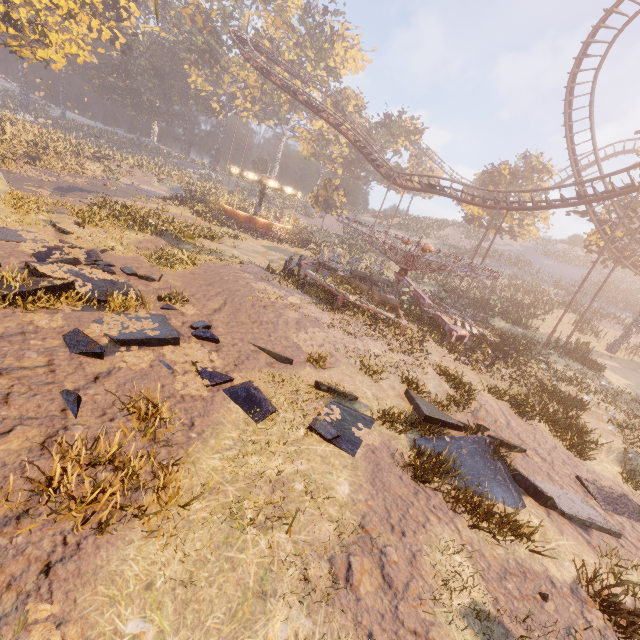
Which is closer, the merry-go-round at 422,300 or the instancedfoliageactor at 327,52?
the merry-go-round at 422,300

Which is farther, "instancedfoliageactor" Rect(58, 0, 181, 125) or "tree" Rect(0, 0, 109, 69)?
"instancedfoliageactor" Rect(58, 0, 181, 125)

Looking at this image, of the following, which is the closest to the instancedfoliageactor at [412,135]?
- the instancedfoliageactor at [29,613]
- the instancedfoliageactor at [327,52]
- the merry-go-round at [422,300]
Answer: the instancedfoliageactor at [327,52]

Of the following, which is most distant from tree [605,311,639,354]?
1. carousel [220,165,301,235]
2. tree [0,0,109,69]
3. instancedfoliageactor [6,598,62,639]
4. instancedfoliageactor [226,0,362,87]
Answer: instancedfoliageactor [226,0,362,87]

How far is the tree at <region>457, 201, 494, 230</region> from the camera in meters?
41.8 m

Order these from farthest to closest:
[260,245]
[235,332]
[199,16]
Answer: [199,16] < [260,245] < [235,332]

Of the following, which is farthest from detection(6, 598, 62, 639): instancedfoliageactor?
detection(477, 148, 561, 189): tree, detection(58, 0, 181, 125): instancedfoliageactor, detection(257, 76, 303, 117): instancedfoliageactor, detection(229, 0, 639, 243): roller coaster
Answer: detection(257, 76, 303, 117): instancedfoliageactor
